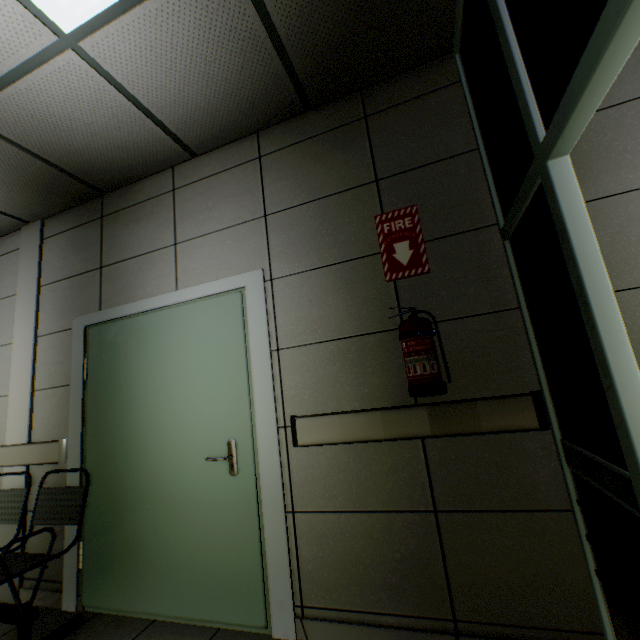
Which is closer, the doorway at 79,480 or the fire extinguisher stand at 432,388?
the fire extinguisher stand at 432,388

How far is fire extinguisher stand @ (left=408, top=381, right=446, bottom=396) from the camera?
1.58m

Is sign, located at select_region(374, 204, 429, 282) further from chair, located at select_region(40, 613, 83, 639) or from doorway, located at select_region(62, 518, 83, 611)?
chair, located at select_region(40, 613, 83, 639)

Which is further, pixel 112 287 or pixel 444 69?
pixel 112 287

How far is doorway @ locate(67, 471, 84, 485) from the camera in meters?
2.5

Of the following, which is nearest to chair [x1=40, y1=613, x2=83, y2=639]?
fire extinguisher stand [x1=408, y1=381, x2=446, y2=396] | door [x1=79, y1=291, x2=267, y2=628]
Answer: A: door [x1=79, y1=291, x2=267, y2=628]

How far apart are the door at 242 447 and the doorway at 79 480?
0.0 meters

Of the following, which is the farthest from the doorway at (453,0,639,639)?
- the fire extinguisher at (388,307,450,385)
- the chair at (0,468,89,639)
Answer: the chair at (0,468,89,639)
